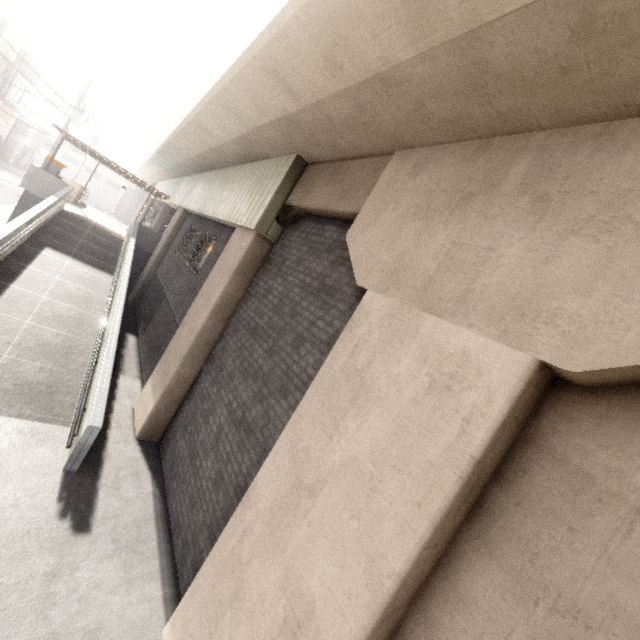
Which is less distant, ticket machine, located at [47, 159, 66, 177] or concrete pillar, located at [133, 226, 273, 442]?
concrete pillar, located at [133, 226, 273, 442]

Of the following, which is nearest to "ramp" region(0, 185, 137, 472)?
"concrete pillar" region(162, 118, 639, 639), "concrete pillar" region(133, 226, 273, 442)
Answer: "concrete pillar" region(133, 226, 273, 442)

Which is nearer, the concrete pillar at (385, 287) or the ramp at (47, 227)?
the concrete pillar at (385, 287)

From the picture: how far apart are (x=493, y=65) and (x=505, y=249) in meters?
1.5 m

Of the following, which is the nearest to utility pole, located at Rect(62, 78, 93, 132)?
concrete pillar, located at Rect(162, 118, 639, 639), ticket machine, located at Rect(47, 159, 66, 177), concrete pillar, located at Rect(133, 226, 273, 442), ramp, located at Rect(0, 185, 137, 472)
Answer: ticket machine, located at Rect(47, 159, 66, 177)

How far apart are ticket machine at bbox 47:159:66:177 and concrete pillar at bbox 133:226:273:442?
14.07m

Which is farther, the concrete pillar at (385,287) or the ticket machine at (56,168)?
the ticket machine at (56,168)

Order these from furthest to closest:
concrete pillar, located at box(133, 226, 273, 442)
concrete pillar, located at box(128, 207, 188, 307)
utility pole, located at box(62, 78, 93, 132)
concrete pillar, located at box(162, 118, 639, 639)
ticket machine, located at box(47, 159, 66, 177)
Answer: utility pole, located at box(62, 78, 93, 132) → ticket machine, located at box(47, 159, 66, 177) → concrete pillar, located at box(128, 207, 188, 307) → concrete pillar, located at box(133, 226, 273, 442) → concrete pillar, located at box(162, 118, 639, 639)
